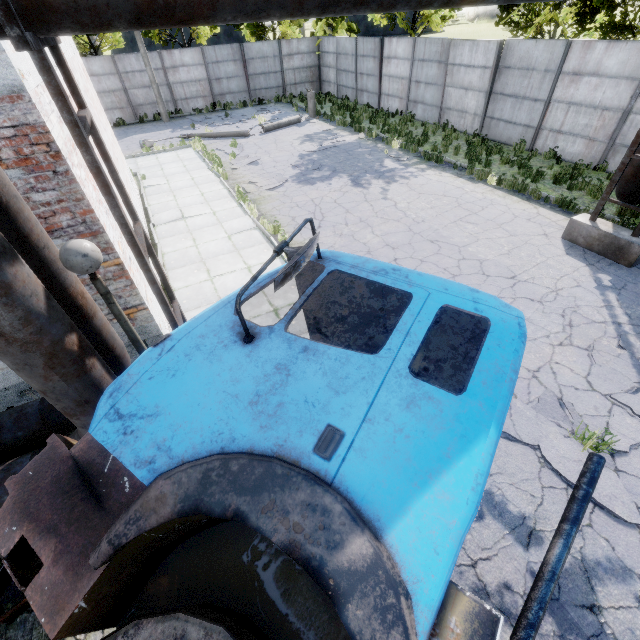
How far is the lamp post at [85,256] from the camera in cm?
278

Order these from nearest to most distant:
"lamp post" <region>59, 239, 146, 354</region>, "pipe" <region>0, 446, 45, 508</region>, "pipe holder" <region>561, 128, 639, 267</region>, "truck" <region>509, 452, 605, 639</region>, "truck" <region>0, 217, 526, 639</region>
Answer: "truck" <region>0, 217, 526, 639</region>, "truck" <region>509, 452, 605, 639</region>, "lamp post" <region>59, 239, 146, 354</region>, "pipe" <region>0, 446, 45, 508</region>, "pipe holder" <region>561, 128, 639, 267</region>

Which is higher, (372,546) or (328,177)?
(372,546)

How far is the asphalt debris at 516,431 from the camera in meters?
4.5 m

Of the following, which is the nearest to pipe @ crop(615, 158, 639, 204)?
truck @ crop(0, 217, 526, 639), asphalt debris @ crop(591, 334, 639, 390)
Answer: truck @ crop(0, 217, 526, 639)

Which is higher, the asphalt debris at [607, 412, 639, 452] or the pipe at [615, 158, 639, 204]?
the pipe at [615, 158, 639, 204]

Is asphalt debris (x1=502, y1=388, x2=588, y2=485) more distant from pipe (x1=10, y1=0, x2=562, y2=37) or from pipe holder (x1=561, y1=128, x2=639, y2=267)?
pipe (x1=10, y1=0, x2=562, y2=37)

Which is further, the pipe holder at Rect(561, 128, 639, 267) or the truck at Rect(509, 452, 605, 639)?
the pipe holder at Rect(561, 128, 639, 267)
